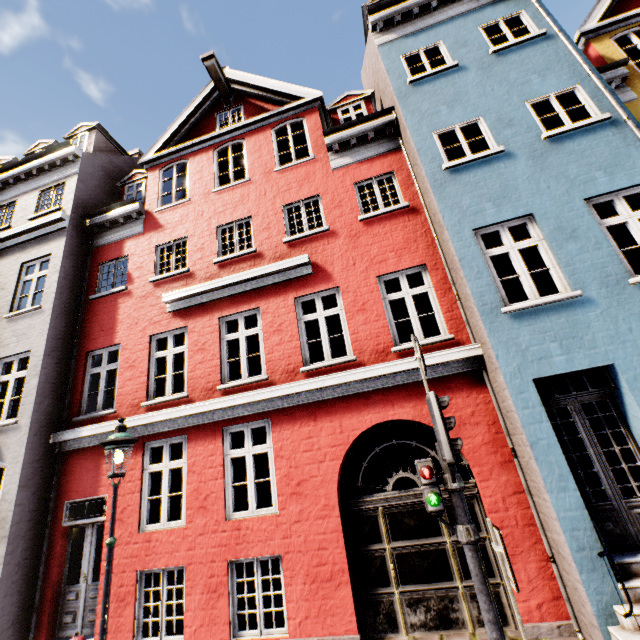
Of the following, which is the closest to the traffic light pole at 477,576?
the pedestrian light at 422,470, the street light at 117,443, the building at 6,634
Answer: the pedestrian light at 422,470

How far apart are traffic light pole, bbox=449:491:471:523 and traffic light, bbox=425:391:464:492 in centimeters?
3cm

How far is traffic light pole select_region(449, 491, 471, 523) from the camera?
3.49m

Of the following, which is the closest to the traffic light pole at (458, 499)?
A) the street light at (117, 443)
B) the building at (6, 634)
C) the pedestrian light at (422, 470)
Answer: the pedestrian light at (422, 470)

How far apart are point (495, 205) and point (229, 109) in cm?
964

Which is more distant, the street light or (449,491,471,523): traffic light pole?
the street light

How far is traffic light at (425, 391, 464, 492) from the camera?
3.48m

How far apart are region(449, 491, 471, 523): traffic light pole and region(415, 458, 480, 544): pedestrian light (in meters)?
0.01
